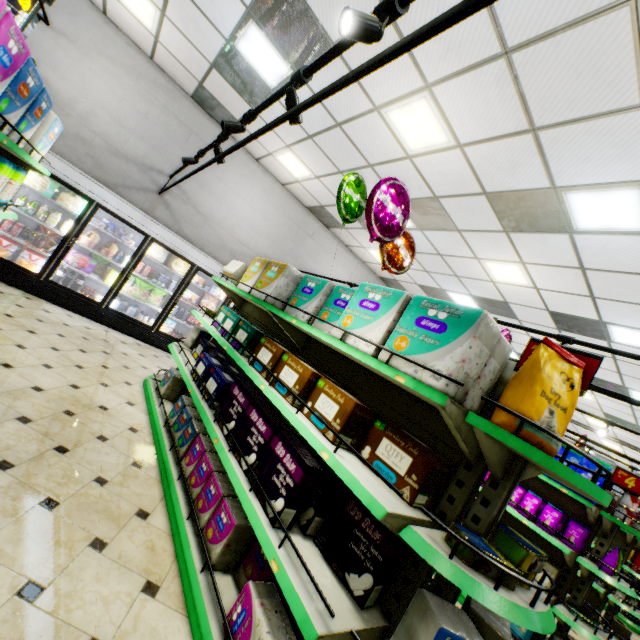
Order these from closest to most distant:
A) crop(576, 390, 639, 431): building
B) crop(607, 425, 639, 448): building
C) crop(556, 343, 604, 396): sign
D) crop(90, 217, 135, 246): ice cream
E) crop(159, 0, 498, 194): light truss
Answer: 1. crop(159, 0, 498, 194): light truss
2. crop(556, 343, 604, 396): sign
3. crop(90, 217, 135, 246): ice cream
4. crop(576, 390, 639, 431): building
5. crop(607, 425, 639, 448): building

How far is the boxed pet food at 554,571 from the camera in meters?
3.8

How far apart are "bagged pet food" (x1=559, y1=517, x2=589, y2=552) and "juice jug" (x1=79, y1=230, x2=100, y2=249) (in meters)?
8.51

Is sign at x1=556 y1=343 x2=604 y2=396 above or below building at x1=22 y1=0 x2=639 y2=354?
below

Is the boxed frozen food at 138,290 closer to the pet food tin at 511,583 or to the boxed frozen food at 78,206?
the boxed frozen food at 78,206

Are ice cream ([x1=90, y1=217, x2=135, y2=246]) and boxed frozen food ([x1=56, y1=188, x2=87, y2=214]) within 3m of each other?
yes

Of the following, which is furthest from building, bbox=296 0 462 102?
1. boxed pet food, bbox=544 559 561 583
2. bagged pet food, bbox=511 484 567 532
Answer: bagged pet food, bbox=511 484 567 532

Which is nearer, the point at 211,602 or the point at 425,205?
the point at 211,602
